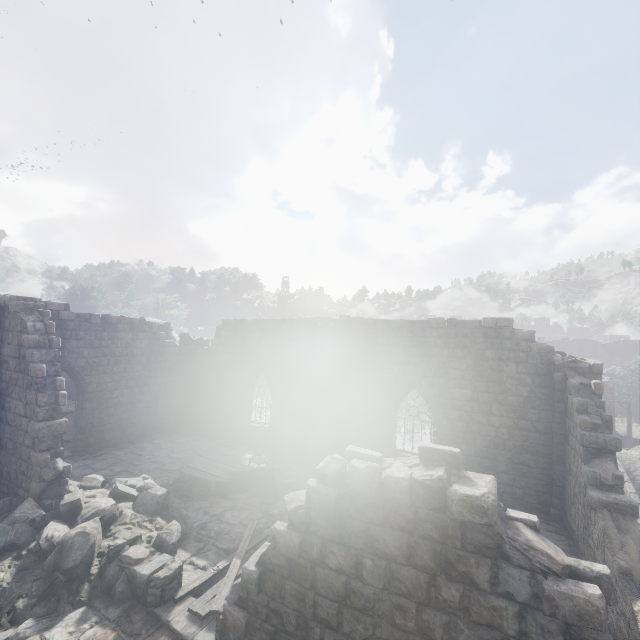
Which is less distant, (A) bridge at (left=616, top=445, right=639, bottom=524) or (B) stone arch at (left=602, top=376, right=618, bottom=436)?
(A) bridge at (left=616, top=445, right=639, bottom=524)

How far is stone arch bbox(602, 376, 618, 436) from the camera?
33.3m

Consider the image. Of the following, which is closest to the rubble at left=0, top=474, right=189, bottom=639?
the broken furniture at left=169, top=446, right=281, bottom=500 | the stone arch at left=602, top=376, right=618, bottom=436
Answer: the broken furniture at left=169, top=446, right=281, bottom=500

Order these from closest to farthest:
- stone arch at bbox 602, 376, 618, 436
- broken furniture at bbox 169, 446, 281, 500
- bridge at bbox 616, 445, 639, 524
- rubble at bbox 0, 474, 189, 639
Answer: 1. rubble at bbox 0, 474, 189, 639
2. broken furniture at bbox 169, 446, 281, 500
3. bridge at bbox 616, 445, 639, 524
4. stone arch at bbox 602, 376, 618, 436

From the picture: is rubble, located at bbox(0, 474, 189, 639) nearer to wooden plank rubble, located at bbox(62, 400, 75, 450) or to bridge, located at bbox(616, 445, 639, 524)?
wooden plank rubble, located at bbox(62, 400, 75, 450)

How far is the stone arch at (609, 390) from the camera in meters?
33.3

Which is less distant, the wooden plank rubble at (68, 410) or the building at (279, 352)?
the building at (279, 352)

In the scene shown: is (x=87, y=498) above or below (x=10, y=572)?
above
